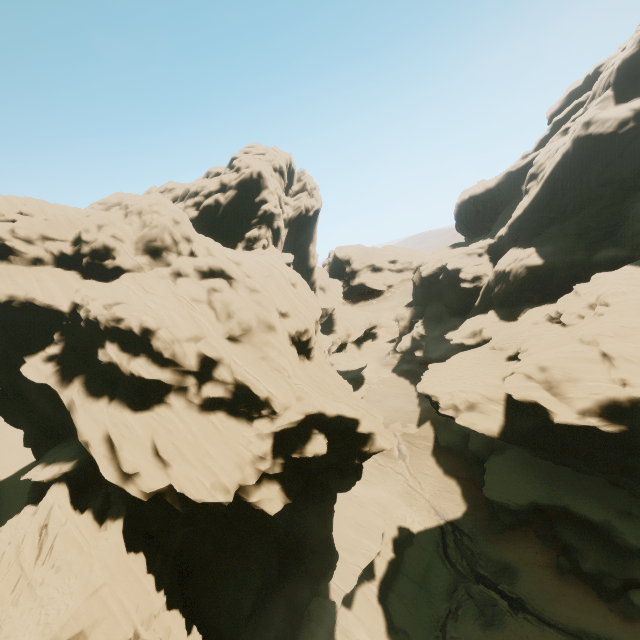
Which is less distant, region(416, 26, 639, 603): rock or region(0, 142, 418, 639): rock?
region(0, 142, 418, 639): rock

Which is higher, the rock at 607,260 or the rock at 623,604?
A: the rock at 607,260

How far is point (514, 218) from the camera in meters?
55.7 m

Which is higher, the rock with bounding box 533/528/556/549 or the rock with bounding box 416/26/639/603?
the rock with bounding box 416/26/639/603

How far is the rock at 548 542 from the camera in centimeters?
3098cm

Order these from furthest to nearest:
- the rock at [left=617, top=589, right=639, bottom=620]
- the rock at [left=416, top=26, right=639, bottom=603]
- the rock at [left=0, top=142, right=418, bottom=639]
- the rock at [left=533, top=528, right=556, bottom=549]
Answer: the rock at [left=533, top=528, right=556, bottom=549] < the rock at [left=416, top=26, right=639, bottom=603] < the rock at [left=617, top=589, right=639, bottom=620] < the rock at [left=0, top=142, right=418, bottom=639]

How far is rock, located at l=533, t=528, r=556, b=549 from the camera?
31.0 meters
